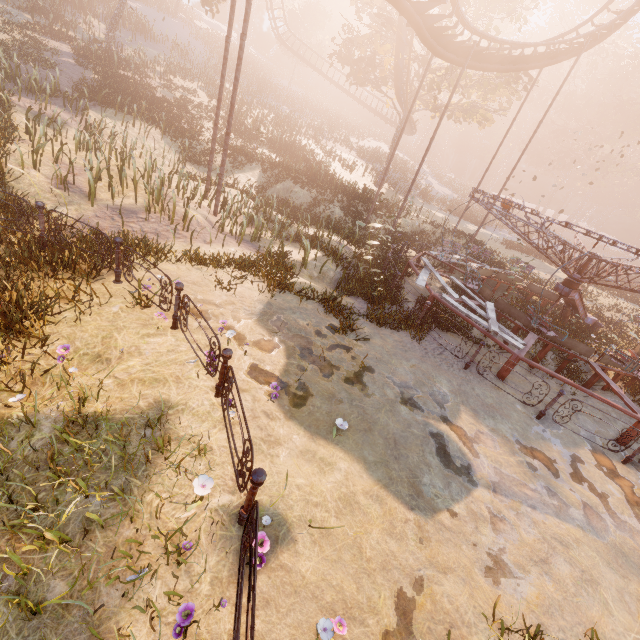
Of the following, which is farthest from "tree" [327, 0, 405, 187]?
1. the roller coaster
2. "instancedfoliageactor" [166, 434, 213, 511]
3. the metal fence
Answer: "instancedfoliageactor" [166, 434, 213, 511]

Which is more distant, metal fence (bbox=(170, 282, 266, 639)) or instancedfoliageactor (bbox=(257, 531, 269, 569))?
instancedfoliageactor (bbox=(257, 531, 269, 569))

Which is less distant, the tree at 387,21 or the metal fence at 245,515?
the metal fence at 245,515

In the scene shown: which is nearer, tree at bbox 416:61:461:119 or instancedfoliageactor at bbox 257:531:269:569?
instancedfoliageactor at bbox 257:531:269:569

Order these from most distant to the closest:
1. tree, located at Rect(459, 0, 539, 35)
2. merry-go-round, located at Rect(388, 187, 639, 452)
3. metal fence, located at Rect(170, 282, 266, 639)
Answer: tree, located at Rect(459, 0, 539, 35), merry-go-round, located at Rect(388, 187, 639, 452), metal fence, located at Rect(170, 282, 266, 639)

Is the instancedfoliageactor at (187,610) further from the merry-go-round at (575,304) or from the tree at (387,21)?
the tree at (387,21)

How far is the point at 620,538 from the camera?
5.6m

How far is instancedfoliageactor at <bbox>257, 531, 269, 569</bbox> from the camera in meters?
3.3 m
